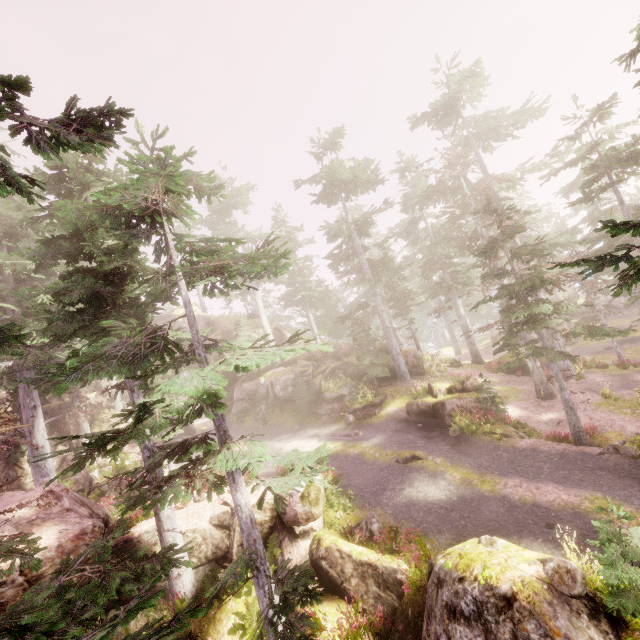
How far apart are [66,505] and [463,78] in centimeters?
3333cm

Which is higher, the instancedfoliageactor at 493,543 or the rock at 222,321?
the rock at 222,321

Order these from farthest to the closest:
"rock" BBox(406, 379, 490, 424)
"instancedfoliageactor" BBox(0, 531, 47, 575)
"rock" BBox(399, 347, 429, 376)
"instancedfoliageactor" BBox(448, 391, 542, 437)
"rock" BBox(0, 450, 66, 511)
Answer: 1. "rock" BBox(399, 347, 429, 376)
2. "rock" BBox(406, 379, 490, 424)
3. "instancedfoliageactor" BBox(448, 391, 542, 437)
4. "rock" BBox(0, 450, 66, 511)
5. "instancedfoliageactor" BBox(0, 531, 47, 575)

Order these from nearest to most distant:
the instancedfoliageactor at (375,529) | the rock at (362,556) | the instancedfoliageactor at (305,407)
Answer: the instancedfoliageactor at (375,529) < the rock at (362,556) < the instancedfoliageactor at (305,407)

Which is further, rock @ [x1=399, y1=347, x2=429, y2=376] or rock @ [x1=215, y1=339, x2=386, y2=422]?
rock @ [x1=399, y1=347, x2=429, y2=376]

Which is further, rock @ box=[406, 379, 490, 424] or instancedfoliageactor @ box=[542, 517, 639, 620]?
rock @ box=[406, 379, 490, 424]

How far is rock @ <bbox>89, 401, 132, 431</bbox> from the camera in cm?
2759
